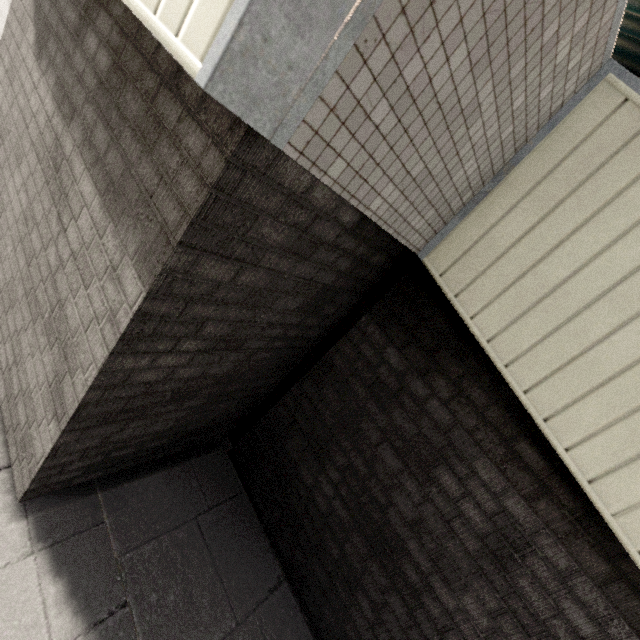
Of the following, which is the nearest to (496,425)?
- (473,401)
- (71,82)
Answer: (473,401)

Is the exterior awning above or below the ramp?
above

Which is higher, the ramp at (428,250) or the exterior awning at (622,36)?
the exterior awning at (622,36)

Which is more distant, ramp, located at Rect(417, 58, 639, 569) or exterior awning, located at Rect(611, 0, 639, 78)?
exterior awning, located at Rect(611, 0, 639, 78)

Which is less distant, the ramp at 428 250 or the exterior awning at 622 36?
the ramp at 428 250
